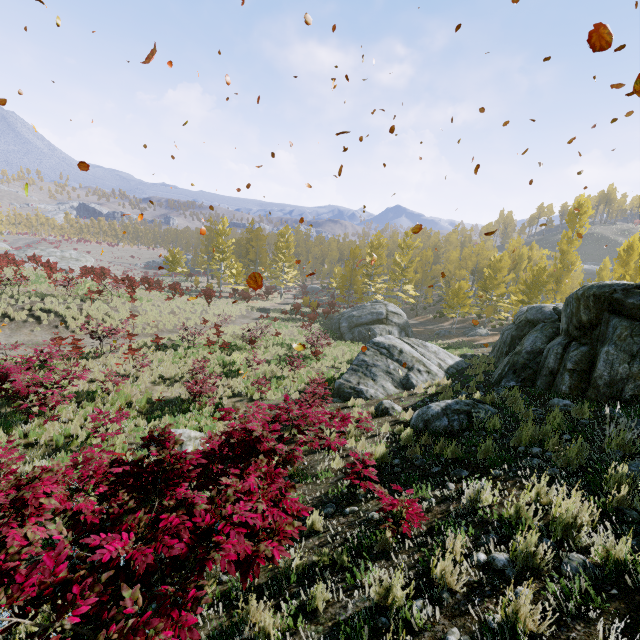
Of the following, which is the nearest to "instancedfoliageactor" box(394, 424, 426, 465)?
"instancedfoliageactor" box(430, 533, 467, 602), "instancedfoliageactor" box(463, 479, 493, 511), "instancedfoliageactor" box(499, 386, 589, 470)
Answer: "instancedfoliageactor" box(430, 533, 467, 602)

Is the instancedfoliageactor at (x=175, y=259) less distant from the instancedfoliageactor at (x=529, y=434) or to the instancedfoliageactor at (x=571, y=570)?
the instancedfoliageactor at (x=571, y=570)

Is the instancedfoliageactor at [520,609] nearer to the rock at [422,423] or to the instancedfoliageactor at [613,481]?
the rock at [422,423]

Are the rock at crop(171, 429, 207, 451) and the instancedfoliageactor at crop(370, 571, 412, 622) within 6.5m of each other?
no

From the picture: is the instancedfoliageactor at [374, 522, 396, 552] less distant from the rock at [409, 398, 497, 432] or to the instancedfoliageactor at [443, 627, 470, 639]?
the rock at [409, 398, 497, 432]

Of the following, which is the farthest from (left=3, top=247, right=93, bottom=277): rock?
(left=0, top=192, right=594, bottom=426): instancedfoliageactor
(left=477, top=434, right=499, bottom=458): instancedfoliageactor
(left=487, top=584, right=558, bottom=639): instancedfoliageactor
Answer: (left=487, top=584, right=558, bottom=639): instancedfoliageactor

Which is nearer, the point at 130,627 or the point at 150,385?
the point at 130,627

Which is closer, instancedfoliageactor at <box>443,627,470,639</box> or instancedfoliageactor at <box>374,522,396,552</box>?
instancedfoliageactor at <box>443,627,470,639</box>
